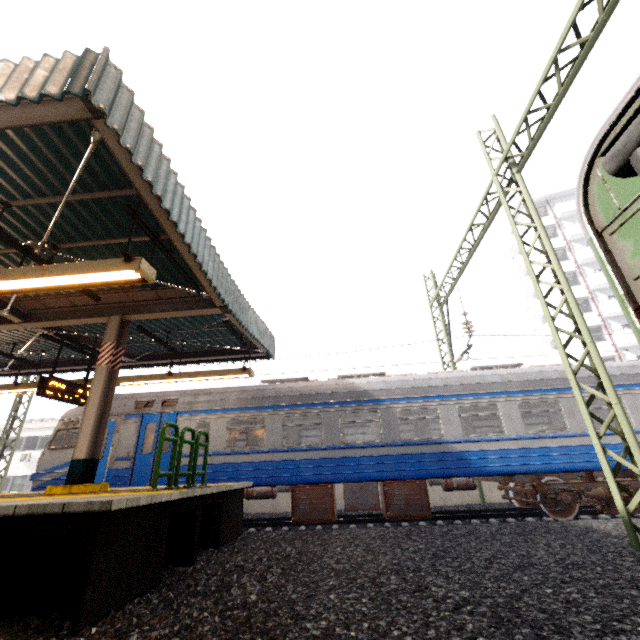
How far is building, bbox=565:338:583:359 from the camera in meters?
29.7

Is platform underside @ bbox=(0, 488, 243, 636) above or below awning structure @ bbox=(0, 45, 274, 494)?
below

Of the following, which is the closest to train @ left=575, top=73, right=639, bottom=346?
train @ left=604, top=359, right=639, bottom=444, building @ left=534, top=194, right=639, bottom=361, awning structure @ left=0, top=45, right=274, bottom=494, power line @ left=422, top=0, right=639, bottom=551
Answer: power line @ left=422, top=0, right=639, bottom=551

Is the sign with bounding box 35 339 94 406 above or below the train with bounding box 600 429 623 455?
above

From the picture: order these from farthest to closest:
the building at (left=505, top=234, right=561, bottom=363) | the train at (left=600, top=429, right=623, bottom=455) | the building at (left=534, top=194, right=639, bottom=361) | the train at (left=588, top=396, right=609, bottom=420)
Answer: the building at (left=505, top=234, right=561, bottom=363) < the building at (left=534, top=194, right=639, bottom=361) < the train at (left=588, top=396, right=609, bottom=420) < the train at (left=600, top=429, right=623, bottom=455)

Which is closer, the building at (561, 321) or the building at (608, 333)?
the building at (608, 333)

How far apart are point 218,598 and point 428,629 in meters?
2.5

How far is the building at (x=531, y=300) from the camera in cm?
3406
